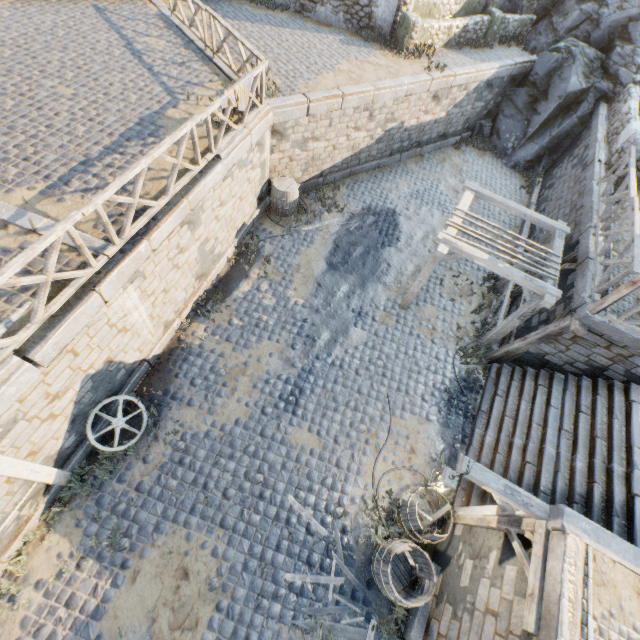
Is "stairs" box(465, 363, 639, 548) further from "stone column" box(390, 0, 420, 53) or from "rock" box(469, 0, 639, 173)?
"stone column" box(390, 0, 420, 53)

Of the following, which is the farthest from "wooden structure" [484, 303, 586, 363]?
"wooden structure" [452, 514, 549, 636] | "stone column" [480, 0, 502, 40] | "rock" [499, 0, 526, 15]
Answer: "rock" [499, 0, 526, 15]

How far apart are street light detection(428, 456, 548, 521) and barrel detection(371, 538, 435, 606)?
1.23m

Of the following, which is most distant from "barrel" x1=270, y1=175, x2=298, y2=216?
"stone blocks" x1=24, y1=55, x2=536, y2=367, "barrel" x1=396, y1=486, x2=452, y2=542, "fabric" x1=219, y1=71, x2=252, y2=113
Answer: "barrel" x1=396, y1=486, x2=452, y2=542

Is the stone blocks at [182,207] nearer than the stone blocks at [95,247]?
Yes

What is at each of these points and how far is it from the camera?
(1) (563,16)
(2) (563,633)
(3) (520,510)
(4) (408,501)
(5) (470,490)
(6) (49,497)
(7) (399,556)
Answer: (1) rock, 15.8 meters
(2) stone gutter, 4.1 meters
(3) street light, 5.5 meters
(4) barrel, 6.9 meters
(5) stairs, 7.8 meters
(6) stone blocks, 6.4 meters
(7) barrel, 7.0 meters

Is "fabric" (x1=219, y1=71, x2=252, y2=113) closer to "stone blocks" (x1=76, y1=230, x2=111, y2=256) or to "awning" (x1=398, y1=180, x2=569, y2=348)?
"stone blocks" (x1=76, y1=230, x2=111, y2=256)

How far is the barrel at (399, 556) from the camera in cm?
595
